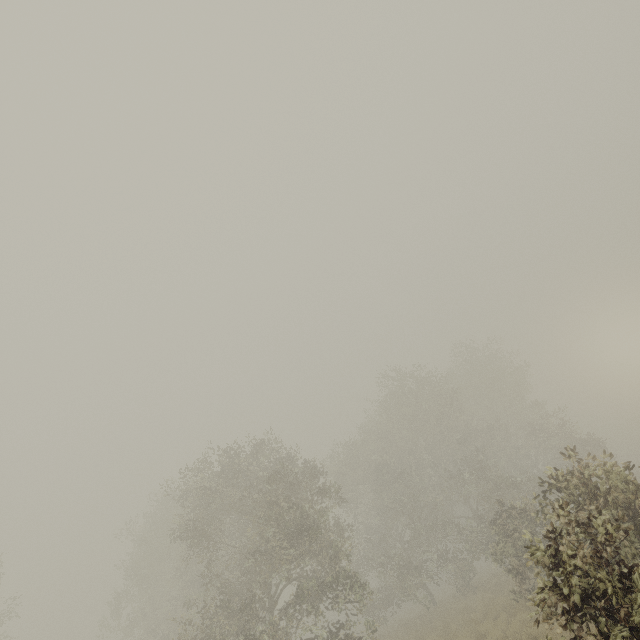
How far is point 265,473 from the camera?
17.2m
